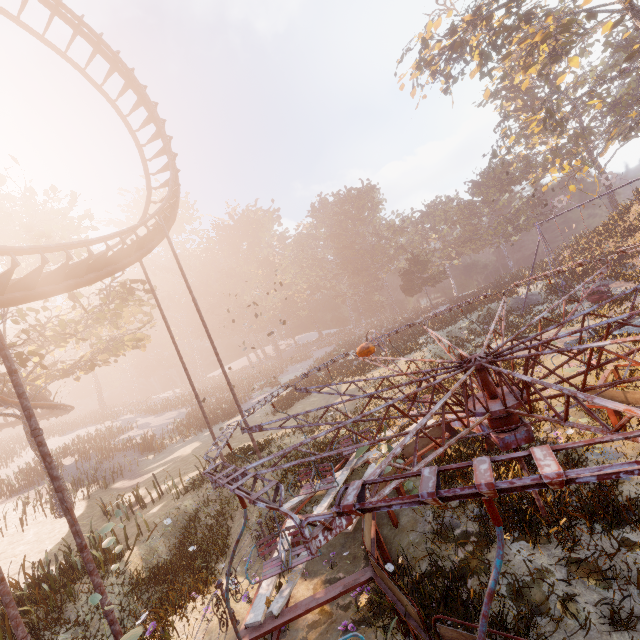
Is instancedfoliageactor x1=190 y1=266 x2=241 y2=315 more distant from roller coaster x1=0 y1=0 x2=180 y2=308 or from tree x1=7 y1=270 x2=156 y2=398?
roller coaster x1=0 y1=0 x2=180 y2=308

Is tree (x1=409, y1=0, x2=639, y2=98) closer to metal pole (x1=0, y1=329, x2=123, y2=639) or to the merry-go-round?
the merry-go-round

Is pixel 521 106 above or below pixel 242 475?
above

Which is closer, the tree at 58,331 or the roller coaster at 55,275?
the roller coaster at 55,275

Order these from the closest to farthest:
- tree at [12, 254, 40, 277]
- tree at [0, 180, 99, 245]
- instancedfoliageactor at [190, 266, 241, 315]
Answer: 1. tree at [0, 180, 99, 245]
2. tree at [12, 254, 40, 277]
3. instancedfoliageactor at [190, 266, 241, 315]

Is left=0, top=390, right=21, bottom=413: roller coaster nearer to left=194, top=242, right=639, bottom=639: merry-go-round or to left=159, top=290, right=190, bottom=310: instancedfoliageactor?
left=194, top=242, right=639, bottom=639: merry-go-round

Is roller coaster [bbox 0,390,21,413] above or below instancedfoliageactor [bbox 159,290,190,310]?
below

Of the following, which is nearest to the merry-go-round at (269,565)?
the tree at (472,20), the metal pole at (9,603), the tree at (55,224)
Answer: the metal pole at (9,603)
